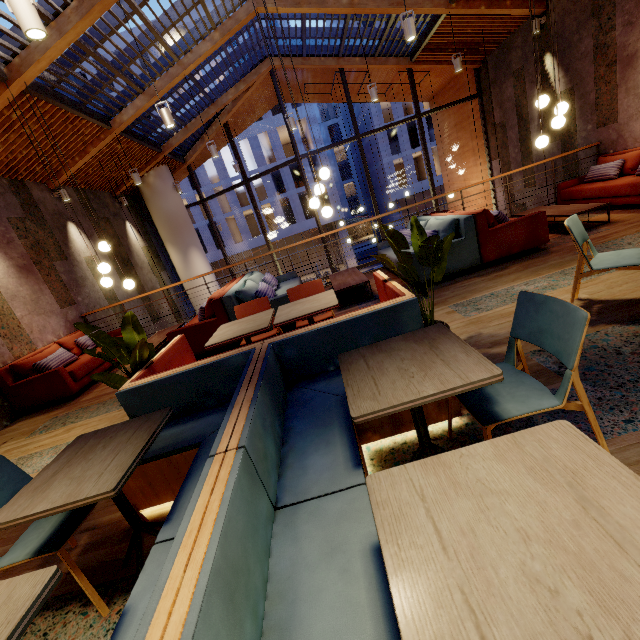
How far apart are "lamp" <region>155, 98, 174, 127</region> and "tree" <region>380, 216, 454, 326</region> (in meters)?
4.37

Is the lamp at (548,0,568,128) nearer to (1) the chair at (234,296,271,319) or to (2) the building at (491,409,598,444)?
(2) the building at (491,409,598,444)

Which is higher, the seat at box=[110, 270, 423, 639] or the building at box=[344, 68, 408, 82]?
the building at box=[344, 68, 408, 82]

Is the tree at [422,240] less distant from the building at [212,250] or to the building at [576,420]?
the building at [576,420]

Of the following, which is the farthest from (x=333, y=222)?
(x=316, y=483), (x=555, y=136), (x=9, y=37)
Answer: (x=316, y=483)

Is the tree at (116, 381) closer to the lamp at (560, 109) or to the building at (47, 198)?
the building at (47, 198)

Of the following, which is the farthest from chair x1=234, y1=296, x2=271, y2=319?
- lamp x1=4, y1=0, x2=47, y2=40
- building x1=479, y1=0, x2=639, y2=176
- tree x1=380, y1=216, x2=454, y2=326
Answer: lamp x1=4, y1=0, x2=47, y2=40

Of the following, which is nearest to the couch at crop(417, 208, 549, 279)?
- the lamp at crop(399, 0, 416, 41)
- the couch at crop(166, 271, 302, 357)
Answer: the couch at crop(166, 271, 302, 357)
